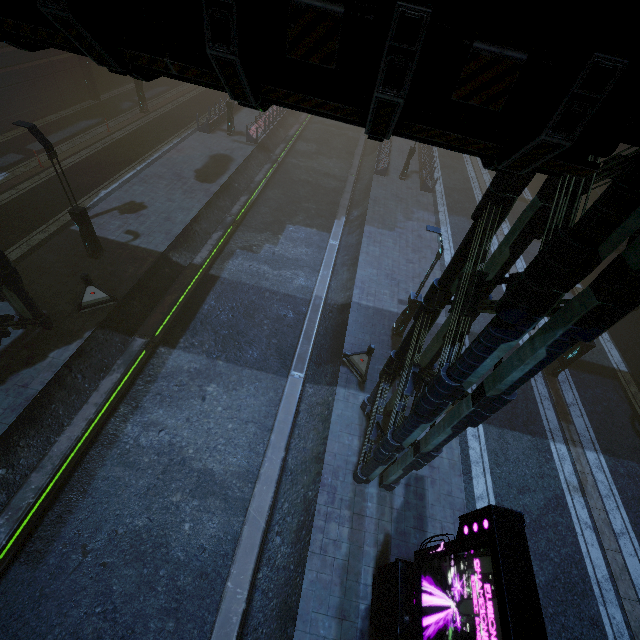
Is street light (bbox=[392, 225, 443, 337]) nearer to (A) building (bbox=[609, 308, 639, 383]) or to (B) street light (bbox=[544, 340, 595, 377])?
(A) building (bbox=[609, 308, 639, 383])

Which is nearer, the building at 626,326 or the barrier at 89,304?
the barrier at 89,304

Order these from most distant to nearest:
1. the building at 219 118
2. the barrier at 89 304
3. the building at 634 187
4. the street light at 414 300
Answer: the building at 219 118 < the barrier at 89 304 < the street light at 414 300 < the building at 634 187

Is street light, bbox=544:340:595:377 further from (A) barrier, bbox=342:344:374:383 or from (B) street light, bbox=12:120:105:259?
(B) street light, bbox=12:120:105:259

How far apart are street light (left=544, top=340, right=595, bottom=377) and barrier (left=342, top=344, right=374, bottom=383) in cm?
879

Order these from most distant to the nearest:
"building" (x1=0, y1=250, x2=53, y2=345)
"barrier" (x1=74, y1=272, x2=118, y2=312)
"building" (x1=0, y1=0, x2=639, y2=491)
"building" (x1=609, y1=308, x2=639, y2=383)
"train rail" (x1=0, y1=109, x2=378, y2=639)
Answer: "building" (x1=609, y1=308, x2=639, y2=383)
"barrier" (x1=74, y1=272, x2=118, y2=312)
"building" (x1=0, y1=250, x2=53, y2=345)
"train rail" (x1=0, y1=109, x2=378, y2=639)
"building" (x1=0, y1=0, x2=639, y2=491)

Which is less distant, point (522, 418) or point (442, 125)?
point (442, 125)

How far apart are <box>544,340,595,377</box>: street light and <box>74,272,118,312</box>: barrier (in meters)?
19.80
